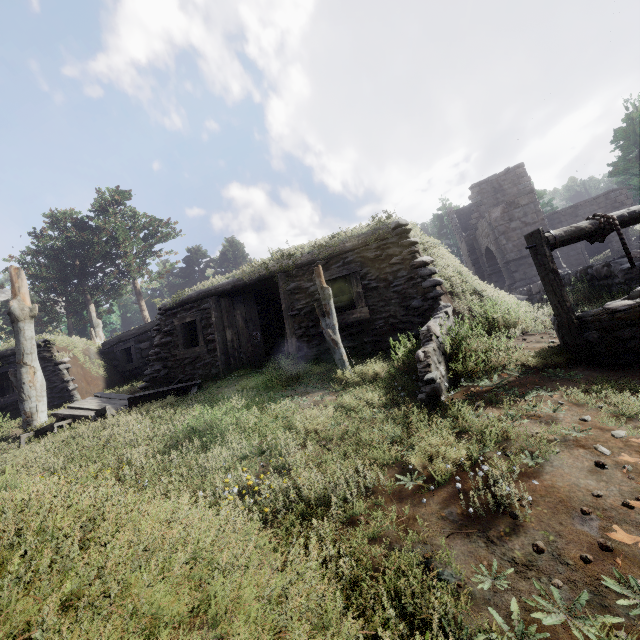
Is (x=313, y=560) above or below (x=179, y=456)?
below

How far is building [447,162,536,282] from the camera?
26.1m

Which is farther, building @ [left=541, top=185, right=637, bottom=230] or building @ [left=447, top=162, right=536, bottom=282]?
building @ [left=447, top=162, right=536, bottom=282]

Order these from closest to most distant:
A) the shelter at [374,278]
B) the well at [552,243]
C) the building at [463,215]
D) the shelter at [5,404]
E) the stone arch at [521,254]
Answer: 1. the well at [552,243]
2. the shelter at [374,278]
3. the shelter at [5,404]
4. the stone arch at [521,254]
5. the building at [463,215]

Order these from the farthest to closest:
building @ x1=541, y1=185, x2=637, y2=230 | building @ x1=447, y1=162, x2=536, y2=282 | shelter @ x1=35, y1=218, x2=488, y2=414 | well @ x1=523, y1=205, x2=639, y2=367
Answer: building @ x1=447, y1=162, x2=536, y2=282 → building @ x1=541, y1=185, x2=637, y2=230 → shelter @ x1=35, y1=218, x2=488, y2=414 → well @ x1=523, y1=205, x2=639, y2=367

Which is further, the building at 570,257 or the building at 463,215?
the building at 463,215

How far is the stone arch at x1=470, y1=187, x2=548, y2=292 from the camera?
19.7 meters
